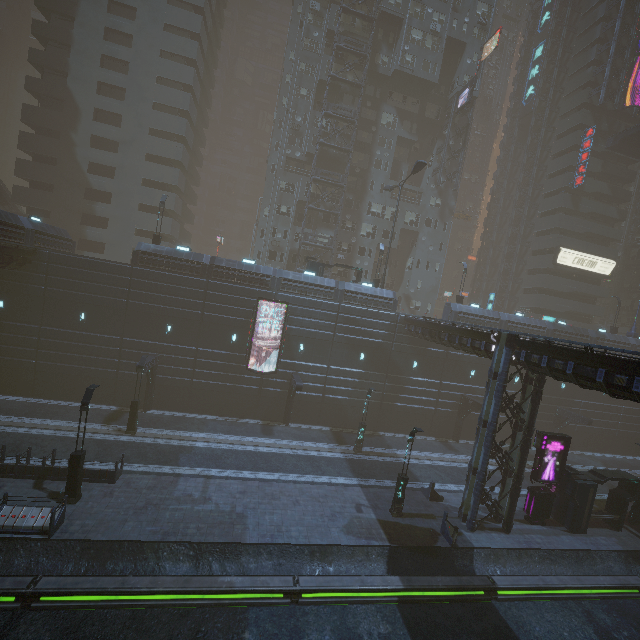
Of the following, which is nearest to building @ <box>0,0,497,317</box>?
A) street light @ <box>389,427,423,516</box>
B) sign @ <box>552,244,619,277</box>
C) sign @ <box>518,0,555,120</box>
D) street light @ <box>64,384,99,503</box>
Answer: sign @ <box>552,244,619,277</box>

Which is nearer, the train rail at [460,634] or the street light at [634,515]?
the train rail at [460,634]

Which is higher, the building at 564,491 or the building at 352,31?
the building at 352,31

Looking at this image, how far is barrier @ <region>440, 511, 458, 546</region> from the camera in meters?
17.6

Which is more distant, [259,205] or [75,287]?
[259,205]

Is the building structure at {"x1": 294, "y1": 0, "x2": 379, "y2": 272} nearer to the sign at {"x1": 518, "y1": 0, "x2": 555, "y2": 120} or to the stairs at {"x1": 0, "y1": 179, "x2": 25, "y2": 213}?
the sign at {"x1": 518, "y1": 0, "x2": 555, "y2": 120}

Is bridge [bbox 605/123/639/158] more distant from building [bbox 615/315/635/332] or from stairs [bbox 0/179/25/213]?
stairs [bbox 0/179/25/213]

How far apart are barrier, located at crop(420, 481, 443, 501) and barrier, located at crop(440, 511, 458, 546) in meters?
2.8
